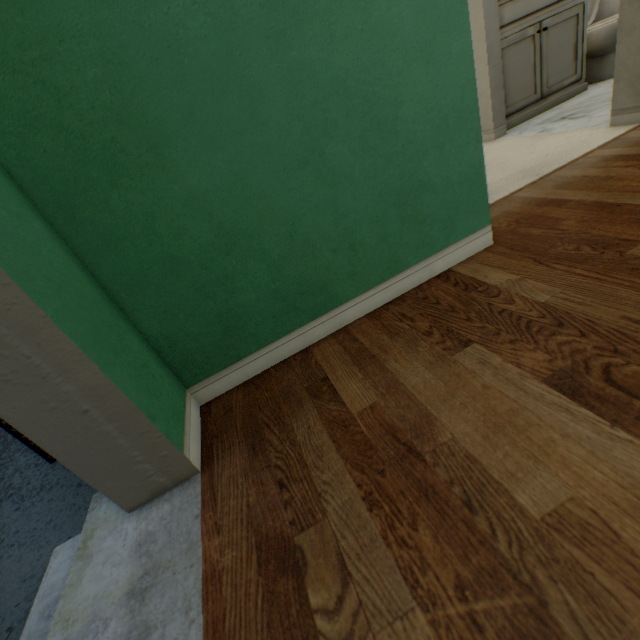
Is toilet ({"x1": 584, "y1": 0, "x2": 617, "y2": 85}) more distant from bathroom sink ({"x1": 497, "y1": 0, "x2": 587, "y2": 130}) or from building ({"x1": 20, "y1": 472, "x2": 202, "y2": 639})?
building ({"x1": 20, "y1": 472, "x2": 202, "y2": 639})

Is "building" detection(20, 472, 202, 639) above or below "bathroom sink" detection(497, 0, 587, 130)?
below

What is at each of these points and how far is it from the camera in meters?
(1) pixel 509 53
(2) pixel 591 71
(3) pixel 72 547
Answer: (1) bathroom sink, 2.4 m
(2) toilet, 2.7 m
(3) building, 0.9 m

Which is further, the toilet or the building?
the toilet

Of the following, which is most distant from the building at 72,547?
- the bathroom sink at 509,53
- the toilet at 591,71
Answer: the toilet at 591,71

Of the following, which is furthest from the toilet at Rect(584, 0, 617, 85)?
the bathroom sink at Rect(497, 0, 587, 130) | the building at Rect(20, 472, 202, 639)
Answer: the building at Rect(20, 472, 202, 639)
